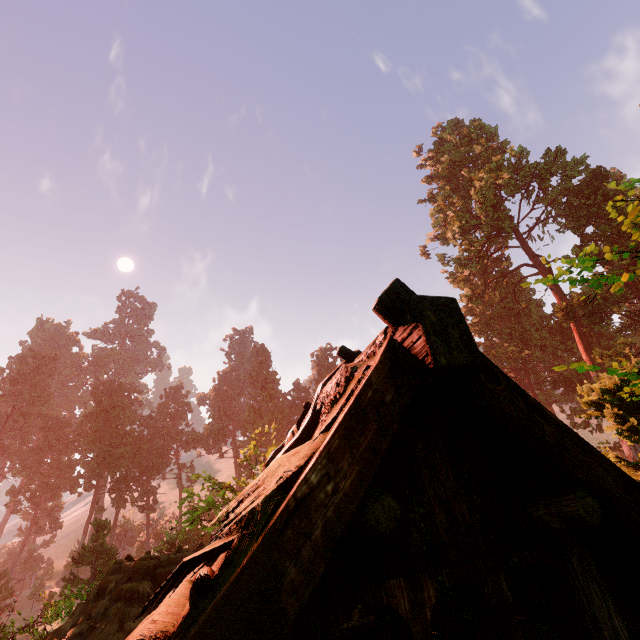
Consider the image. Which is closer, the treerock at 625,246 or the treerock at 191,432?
the treerock at 625,246

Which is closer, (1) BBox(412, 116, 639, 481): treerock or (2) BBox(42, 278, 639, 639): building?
(2) BBox(42, 278, 639, 639): building

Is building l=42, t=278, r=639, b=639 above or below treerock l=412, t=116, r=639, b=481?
below

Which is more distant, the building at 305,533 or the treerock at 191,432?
the treerock at 191,432

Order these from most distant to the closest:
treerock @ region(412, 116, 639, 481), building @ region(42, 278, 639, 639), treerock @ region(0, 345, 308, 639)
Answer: treerock @ region(0, 345, 308, 639) < treerock @ region(412, 116, 639, 481) < building @ region(42, 278, 639, 639)

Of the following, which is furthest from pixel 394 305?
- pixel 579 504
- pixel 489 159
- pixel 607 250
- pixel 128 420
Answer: pixel 128 420

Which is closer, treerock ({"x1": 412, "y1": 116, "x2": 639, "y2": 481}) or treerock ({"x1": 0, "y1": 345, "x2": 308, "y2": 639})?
treerock ({"x1": 412, "y1": 116, "x2": 639, "y2": 481})
